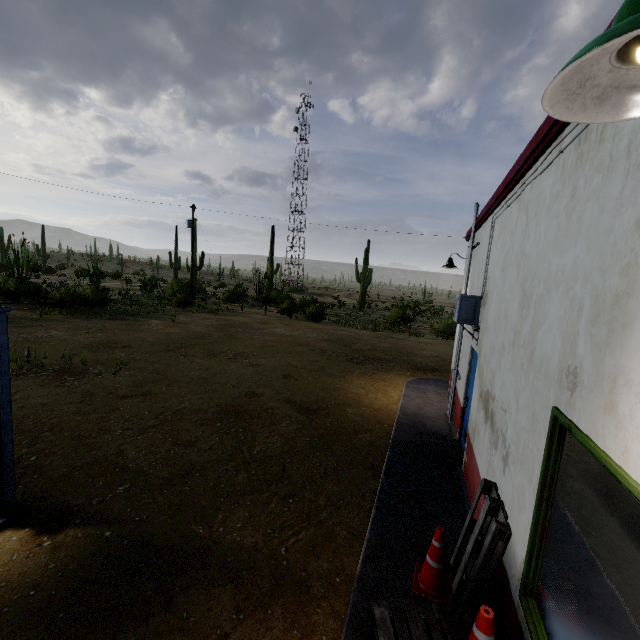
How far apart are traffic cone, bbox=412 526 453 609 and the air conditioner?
3.5 meters

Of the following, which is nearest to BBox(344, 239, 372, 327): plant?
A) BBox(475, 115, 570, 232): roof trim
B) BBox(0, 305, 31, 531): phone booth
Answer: BBox(475, 115, 570, 232): roof trim

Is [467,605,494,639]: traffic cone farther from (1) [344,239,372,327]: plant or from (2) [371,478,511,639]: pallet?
(1) [344,239,372,327]: plant

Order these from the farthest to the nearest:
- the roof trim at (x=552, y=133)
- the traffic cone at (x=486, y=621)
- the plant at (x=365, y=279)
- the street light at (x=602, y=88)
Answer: the plant at (x=365, y=279)
the roof trim at (x=552, y=133)
the traffic cone at (x=486, y=621)
the street light at (x=602, y=88)

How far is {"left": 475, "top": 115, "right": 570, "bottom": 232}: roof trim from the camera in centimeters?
295cm

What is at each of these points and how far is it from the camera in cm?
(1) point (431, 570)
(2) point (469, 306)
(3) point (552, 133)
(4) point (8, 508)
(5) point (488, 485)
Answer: (1) traffic cone, 350
(2) air conditioner, 591
(3) roof trim, 297
(4) phone booth, 396
(5) pallet, 360

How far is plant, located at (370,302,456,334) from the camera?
23.8m

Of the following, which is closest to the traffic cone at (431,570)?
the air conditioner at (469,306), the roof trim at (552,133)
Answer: the air conditioner at (469,306)
